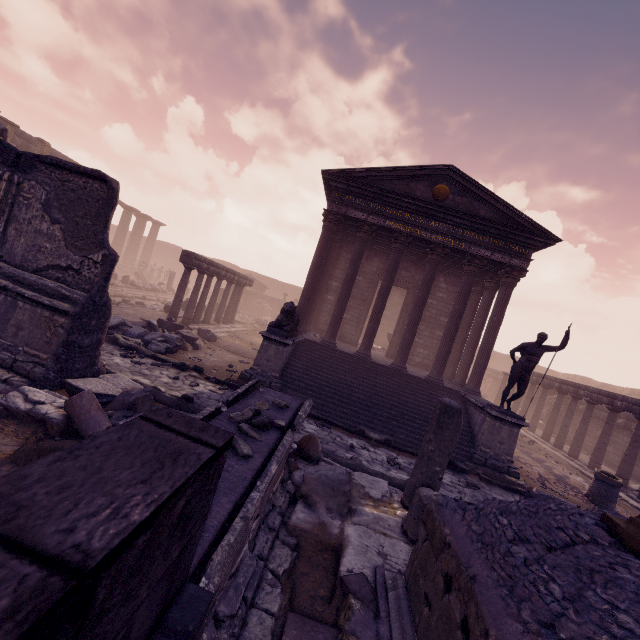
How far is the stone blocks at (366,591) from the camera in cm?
293

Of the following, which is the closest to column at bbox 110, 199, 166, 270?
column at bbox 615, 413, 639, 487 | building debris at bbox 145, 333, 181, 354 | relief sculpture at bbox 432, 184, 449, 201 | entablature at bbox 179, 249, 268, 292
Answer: entablature at bbox 179, 249, 268, 292

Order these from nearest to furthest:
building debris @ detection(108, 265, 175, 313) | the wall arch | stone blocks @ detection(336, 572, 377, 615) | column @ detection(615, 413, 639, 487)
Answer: stone blocks @ detection(336, 572, 377, 615)
column @ detection(615, 413, 639, 487)
building debris @ detection(108, 265, 175, 313)
the wall arch

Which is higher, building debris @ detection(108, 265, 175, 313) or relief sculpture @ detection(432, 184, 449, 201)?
relief sculpture @ detection(432, 184, 449, 201)

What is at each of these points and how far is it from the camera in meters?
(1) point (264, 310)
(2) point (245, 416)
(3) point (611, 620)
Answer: (1) building debris, 30.5
(2) rocks, 3.0
(3) building debris, 1.6

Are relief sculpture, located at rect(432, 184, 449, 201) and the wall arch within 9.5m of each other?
no

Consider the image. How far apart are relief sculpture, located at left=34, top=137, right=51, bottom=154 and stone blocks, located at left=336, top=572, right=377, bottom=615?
28.72m

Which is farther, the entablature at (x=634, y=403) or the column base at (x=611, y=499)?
the entablature at (x=634, y=403)
